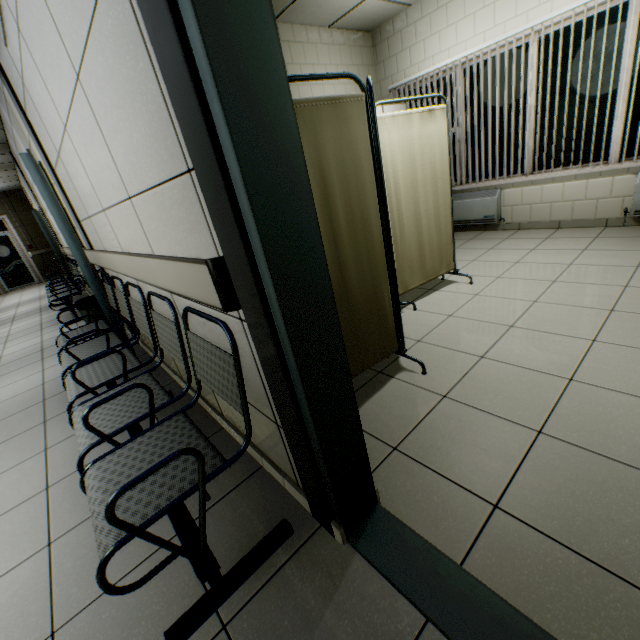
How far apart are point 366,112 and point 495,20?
4.13m

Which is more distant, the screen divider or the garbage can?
the garbage can

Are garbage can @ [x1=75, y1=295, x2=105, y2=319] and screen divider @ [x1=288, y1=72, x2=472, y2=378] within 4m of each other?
yes

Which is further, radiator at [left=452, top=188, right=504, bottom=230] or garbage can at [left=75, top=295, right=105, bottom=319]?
radiator at [left=452, top=188, right=504, bottom=230]

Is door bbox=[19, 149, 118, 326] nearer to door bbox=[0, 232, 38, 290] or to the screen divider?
the screen divider

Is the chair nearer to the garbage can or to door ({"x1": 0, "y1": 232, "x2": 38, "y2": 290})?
the garbage can

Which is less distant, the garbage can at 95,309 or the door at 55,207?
the door at 55,207

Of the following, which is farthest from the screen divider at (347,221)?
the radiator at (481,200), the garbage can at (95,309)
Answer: the garbage can at (95,309)
